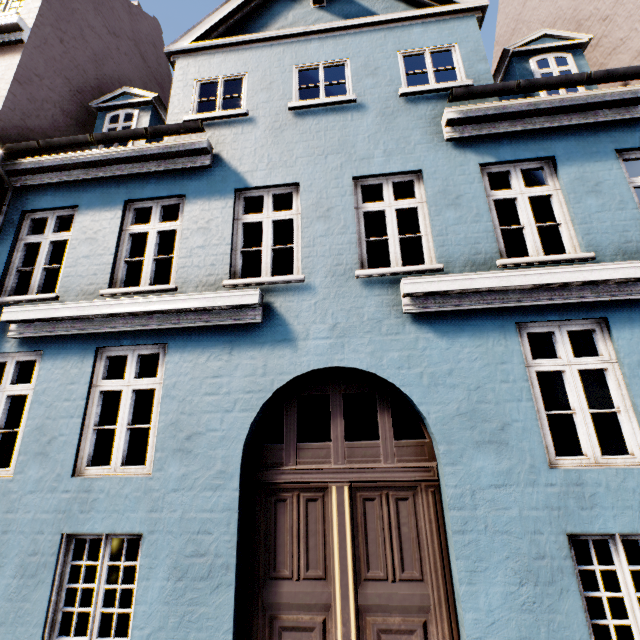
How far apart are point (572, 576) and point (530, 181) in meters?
8.5 m
